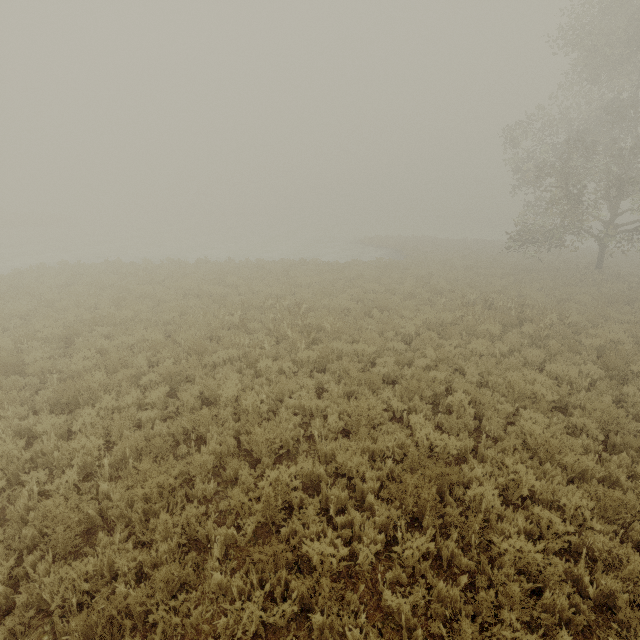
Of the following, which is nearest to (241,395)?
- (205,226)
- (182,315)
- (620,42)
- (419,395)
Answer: (419,395)
